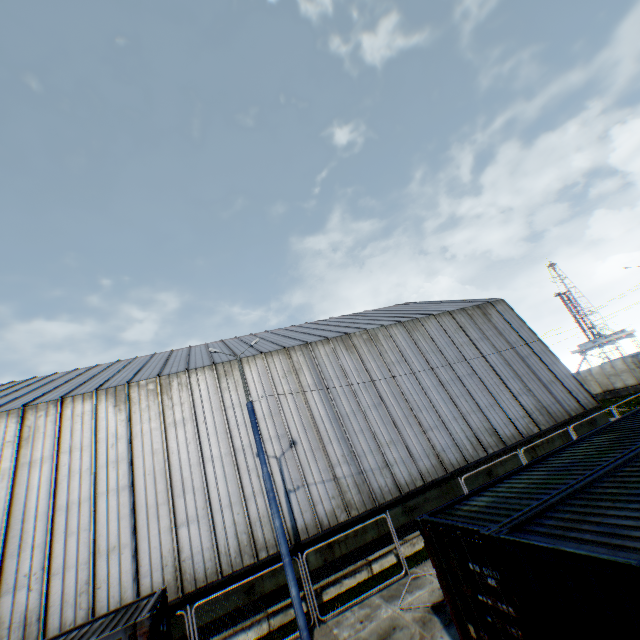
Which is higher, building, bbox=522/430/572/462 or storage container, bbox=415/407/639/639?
storage container, bbox=415/407/639/639

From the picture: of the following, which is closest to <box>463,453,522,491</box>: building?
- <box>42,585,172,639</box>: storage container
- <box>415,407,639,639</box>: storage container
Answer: <box>42,585,172,639</box>: storage container

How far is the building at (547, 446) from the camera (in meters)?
18.38

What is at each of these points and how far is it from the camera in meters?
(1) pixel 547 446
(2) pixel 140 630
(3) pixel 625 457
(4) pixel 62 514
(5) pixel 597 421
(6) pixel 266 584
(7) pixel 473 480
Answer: (1) building, 18.9 m
(2) storage container, 7.7 m
(3) storage container, 7.1 m
(4) building, 13.0 m
(5) building, 20.7 m
(6) building, 12.9 m
(7) building, 16.9 m

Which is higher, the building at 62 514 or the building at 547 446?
the building at 62 514

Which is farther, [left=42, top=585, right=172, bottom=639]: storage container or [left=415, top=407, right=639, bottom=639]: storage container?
[left=42, top=585, right=172, bottom=639]: storage container

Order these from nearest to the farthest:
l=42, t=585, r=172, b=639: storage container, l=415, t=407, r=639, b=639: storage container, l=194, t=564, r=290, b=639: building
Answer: l=415, t=407, r=639, b=639: storage container, l=42, t=585, r=172, b=639: storage container, l=194, t=564, r=290, b=639: building
